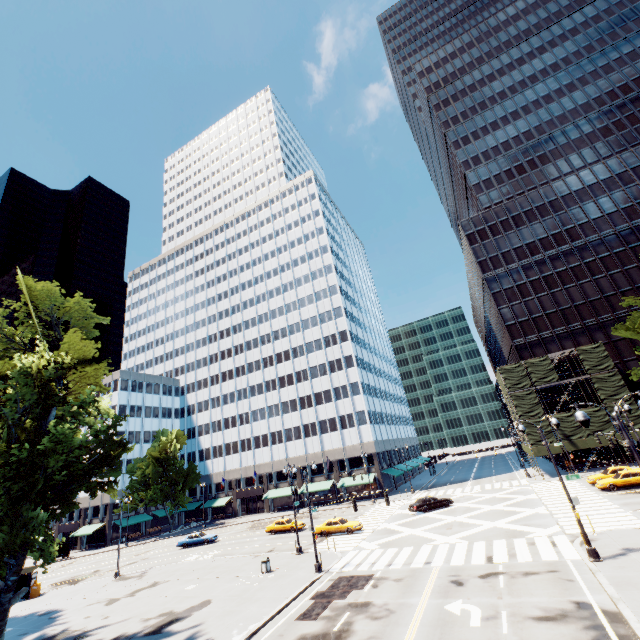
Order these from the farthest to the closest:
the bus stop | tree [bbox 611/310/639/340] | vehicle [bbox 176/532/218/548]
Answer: vehicle [bbox 176/532/218/548]
the bus stop
tree [bbox 611/310/639/340]

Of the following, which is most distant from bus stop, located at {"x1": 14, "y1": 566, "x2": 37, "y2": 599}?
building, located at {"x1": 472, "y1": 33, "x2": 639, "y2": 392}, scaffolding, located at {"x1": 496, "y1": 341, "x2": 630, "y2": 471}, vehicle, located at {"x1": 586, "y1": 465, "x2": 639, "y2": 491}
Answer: building, located at {"x1": 472, "y1": 33, "x2": 639, "y2": 392}

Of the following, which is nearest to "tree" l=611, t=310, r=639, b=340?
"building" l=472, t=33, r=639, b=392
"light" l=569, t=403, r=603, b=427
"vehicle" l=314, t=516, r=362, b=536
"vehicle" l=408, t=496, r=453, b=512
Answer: "light" l=569, t=403, r=603, b=427

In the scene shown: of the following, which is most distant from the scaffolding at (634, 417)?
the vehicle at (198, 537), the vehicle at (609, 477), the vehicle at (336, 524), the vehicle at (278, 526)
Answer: the vehicle at (198, 537)

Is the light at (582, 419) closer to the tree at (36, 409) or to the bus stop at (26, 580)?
the tree at (36, 409)

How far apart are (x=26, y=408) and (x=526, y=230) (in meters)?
68.88

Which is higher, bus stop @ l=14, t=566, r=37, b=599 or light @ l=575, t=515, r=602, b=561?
bus stop @ l=14, t=566, r=37, b=599

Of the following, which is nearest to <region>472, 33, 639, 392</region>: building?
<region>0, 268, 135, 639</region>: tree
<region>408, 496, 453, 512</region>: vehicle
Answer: <region>408, 496, 453, 512</region>: vehicle
